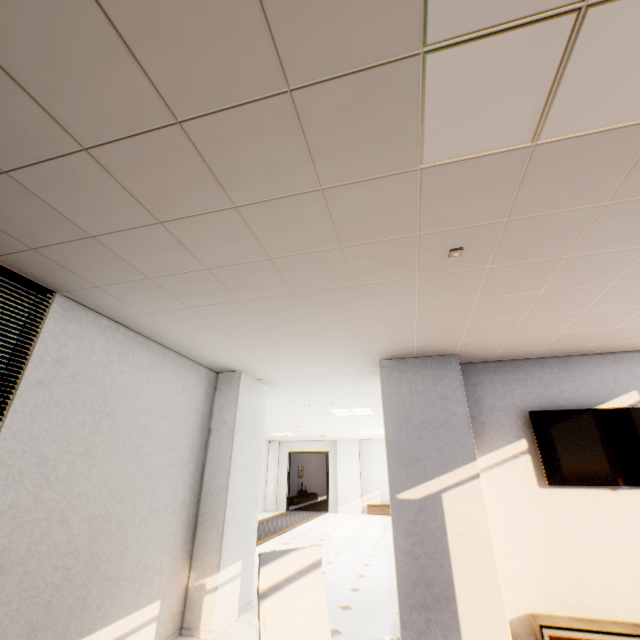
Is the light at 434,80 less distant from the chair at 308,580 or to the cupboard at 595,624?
the chair at 308,580

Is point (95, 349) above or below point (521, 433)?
above

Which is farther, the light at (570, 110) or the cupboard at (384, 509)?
the cupboard at (384, 509)

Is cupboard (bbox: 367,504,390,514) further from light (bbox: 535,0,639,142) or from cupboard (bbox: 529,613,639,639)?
light (bbox: 535,0,639,142)

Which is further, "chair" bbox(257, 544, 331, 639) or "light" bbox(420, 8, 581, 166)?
"chair" bbox(257, 544, 331, 639)

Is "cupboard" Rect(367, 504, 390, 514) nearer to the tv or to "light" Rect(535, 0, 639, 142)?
the tv

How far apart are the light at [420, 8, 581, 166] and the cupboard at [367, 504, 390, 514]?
14.7m

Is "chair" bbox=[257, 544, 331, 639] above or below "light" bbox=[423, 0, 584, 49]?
below
